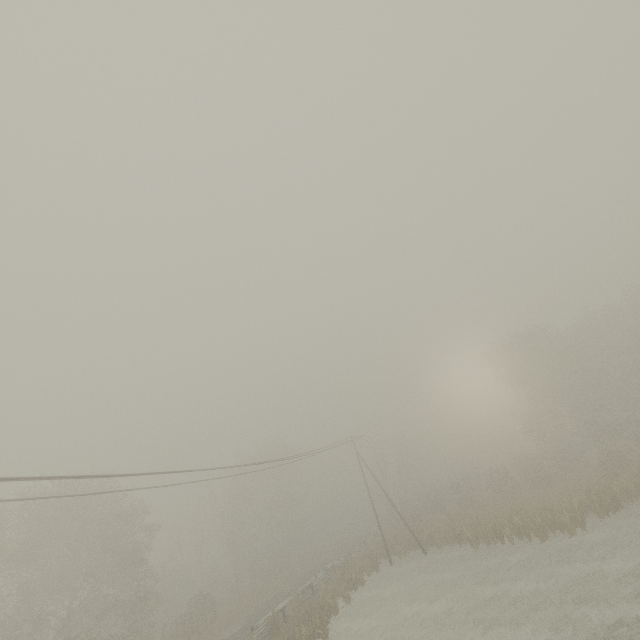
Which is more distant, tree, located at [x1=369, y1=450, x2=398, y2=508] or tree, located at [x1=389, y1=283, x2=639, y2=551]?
tree, located at [x1=369, y1=450, x2=398, y2=508]

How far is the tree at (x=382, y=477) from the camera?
39.4m

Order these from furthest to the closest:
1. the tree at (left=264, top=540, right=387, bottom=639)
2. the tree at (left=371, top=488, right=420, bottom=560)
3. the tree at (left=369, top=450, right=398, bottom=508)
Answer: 1. the tree at (left=369, top=450, right=398, bottom=508)
2. the tree at (left=371, top=488, right=420, bottom=560)
3. the tree at (left=264, top=540, right=387, bottom=639)

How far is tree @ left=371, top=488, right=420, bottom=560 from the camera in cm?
3275

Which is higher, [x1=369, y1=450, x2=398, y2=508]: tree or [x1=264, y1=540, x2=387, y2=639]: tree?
[x1=369, y1=450, x2=398, y2=508]: tree

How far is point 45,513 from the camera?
27.4m

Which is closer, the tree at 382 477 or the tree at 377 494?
the tree at 377 494
